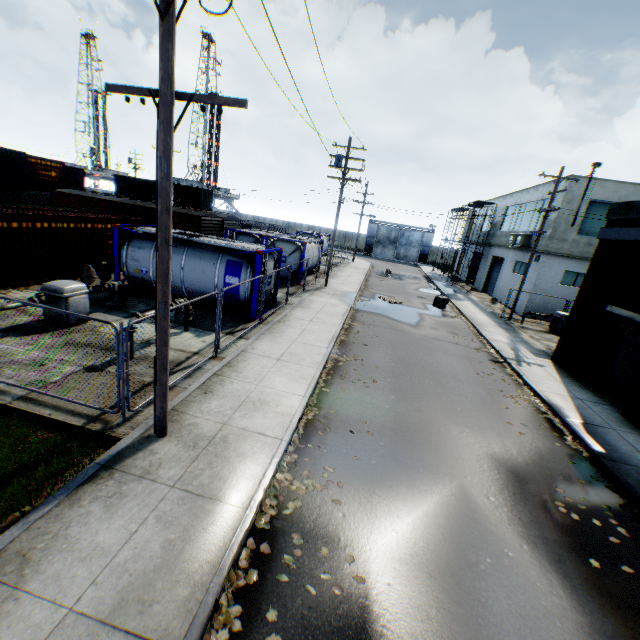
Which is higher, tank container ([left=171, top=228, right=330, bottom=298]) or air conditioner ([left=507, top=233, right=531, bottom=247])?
air conditioner ([left=507, top=233, right=531, bottom=247])

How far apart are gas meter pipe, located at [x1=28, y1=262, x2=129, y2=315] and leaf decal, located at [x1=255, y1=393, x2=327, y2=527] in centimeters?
820cm

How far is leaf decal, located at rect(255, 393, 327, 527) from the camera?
5.4 meters

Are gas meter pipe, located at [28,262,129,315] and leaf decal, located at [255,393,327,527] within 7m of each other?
no

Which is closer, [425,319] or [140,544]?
[140,544]

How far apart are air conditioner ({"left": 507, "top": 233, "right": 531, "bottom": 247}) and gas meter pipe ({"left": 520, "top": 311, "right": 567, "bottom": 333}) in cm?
577

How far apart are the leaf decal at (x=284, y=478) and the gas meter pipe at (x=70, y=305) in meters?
8.2

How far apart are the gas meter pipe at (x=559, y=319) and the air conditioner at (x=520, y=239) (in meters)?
5.77
